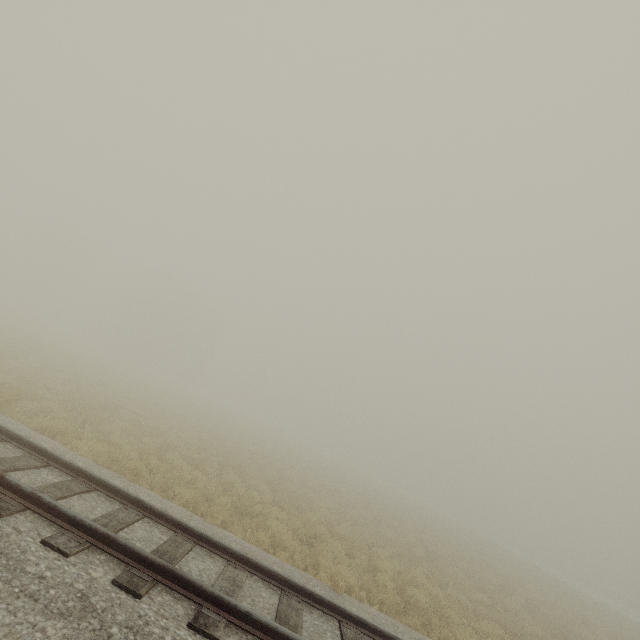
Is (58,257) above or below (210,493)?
above
